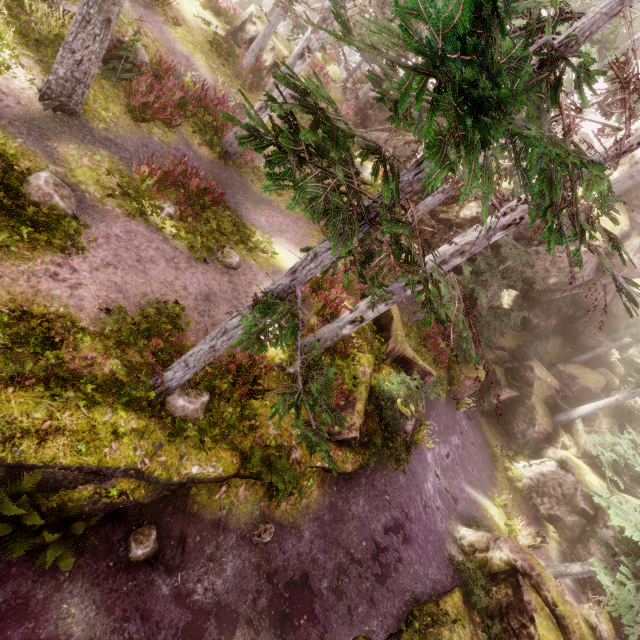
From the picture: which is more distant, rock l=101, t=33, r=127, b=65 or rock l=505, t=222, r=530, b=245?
rock l=505, t=222, r=530, b=245

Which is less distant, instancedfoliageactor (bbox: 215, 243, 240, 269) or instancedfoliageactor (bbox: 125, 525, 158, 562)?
instancedfoliageactor (bbox: 125, 525, 158, 562)

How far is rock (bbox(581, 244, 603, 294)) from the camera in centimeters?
1889cm

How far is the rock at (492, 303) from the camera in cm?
1820

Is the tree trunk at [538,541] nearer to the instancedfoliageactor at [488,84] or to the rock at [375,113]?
the instancedfoliageactor at [488,84]

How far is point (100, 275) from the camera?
7.6m

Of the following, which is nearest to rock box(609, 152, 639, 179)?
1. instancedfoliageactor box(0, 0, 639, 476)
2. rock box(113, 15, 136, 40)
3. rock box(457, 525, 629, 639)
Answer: instancedfoliageactor box(0, 0, 639, 476)

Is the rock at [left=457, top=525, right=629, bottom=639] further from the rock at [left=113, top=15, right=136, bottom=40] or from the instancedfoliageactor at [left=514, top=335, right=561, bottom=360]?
the rock at [left=113, top=15, right=136, bottom=40]
